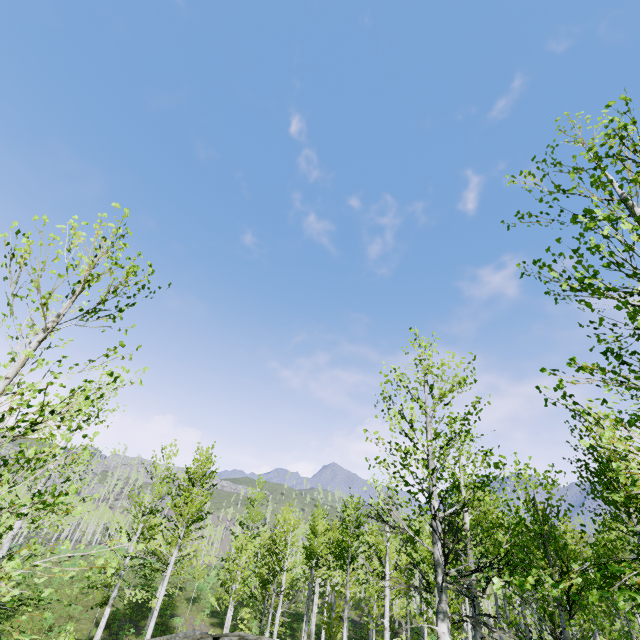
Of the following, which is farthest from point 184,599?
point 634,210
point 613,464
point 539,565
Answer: point 634,210
